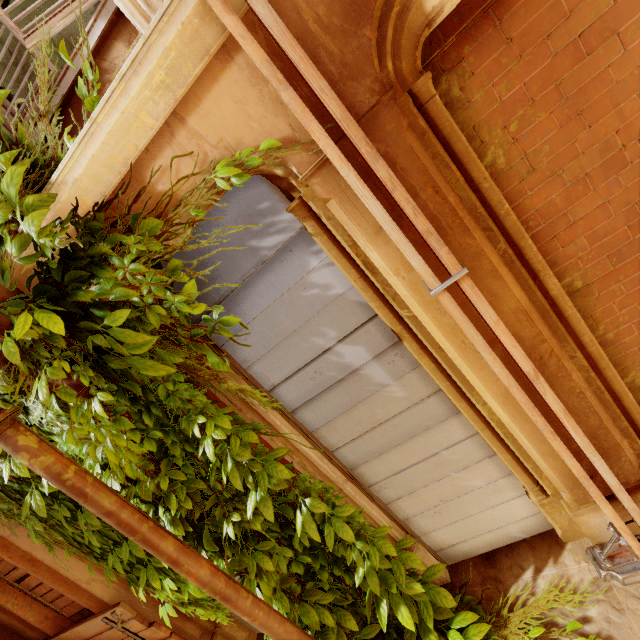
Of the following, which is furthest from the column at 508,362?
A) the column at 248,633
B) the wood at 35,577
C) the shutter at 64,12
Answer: the wood at 35,577

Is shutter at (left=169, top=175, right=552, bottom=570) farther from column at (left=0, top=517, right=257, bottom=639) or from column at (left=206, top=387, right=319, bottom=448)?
column at (left=0, top=517, right=257, bottom=639)

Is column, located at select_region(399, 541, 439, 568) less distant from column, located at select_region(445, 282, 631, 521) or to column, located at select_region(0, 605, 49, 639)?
column, located at select_region(445, 282, 631, 521)

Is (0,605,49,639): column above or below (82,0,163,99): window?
below

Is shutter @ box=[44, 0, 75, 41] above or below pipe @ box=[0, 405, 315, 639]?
above

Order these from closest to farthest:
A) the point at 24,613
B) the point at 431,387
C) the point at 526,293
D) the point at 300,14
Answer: the point at 300,14
the point at 526,293
the point at 431,387
the point at 24,613

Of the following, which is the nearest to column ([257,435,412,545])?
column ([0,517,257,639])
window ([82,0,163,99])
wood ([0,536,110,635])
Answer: window ([82,0,163,99])

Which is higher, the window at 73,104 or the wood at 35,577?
the window at 73,104
